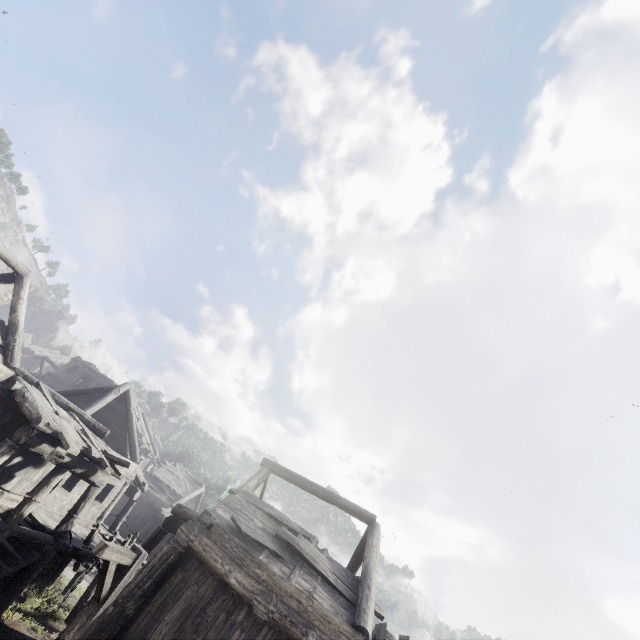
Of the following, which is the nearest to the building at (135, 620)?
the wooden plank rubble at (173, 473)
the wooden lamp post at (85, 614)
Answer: the wooden plank rubble at (173, 473)

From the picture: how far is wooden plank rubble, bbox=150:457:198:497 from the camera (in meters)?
29.70

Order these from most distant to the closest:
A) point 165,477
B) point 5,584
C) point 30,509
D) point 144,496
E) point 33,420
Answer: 1. point 165,477
2. point 144,496
3. point 5,584
4. point 30,509
5. point 33,420

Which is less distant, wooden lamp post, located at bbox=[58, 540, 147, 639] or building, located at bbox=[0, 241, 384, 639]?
wooden lamp post, located at bbox=[58, 540, 147, 639]

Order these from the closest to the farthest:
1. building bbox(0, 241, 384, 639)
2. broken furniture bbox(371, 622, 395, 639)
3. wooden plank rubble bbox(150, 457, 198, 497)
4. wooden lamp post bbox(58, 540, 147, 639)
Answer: wooden lamp post bbox(58, 540, 147, 639)
building bbox(0, 241, 384, 639)
broken furniture bbox(371, 622, 395, 639)
wooden plank rubble bbox(150, 457, 198, 497)

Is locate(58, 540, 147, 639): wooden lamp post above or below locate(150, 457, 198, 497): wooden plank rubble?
below

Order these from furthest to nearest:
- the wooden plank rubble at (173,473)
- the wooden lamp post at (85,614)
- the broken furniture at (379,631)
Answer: the wooden plank rubble at (173,473)
the broken furniture at (379,631)
the wooden lamp post at (85,614)

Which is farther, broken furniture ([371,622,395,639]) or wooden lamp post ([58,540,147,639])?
broken furniture ([371,622,395,639])
